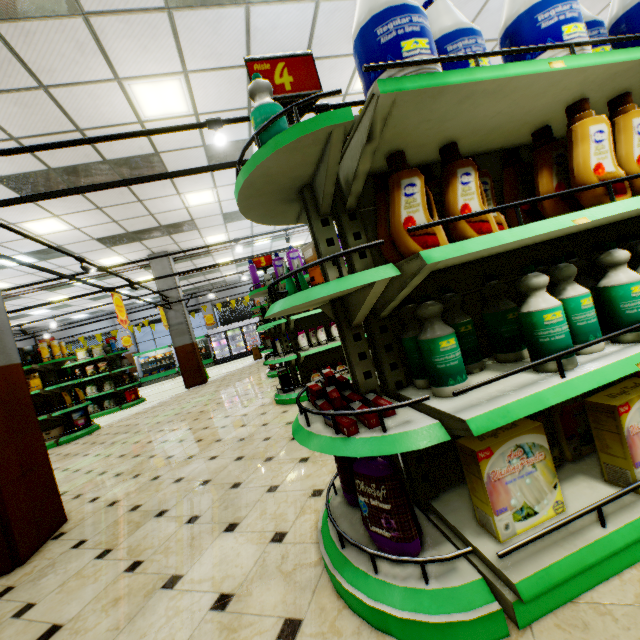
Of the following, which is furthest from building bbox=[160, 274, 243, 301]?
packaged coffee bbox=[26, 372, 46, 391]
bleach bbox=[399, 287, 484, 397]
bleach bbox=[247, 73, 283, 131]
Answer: bleach bbox=[247, 73, 283, 131]

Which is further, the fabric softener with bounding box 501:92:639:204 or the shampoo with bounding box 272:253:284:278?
the shampoo with bounding box 272:253:284:278

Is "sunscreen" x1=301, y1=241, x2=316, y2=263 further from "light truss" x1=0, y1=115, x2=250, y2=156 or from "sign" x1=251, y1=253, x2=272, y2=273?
"sign" x1=251, y1=253, x2=272, y2=273

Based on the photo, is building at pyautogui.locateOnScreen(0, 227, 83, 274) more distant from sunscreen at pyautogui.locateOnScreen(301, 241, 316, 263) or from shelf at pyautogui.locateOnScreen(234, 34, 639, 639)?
sunscreen at pyautogui.locateOnScreen(301, 241, 316, 263)

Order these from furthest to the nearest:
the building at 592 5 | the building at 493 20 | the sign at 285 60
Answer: the building at 592 5 < the building at 493 20 < the sign at 285 60

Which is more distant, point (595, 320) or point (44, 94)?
point (44, 94)

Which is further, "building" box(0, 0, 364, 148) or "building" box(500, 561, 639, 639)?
"building" box(0, 0, 364, 148)

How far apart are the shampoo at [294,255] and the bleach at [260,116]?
3.60m
